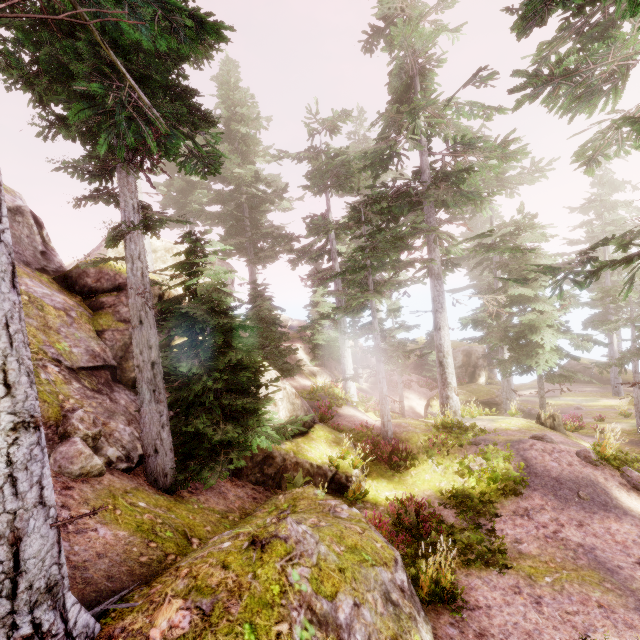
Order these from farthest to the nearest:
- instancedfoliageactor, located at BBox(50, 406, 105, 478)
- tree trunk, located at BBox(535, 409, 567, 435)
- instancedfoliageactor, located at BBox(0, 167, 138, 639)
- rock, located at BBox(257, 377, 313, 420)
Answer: tree trunk, located at BBox(535, 409, 567, 435), rock, located at BBox(257, 377, 313, 420), instancedfoliageactor, located at BBox(50, 406, 105, 478), instancedfoliageactor, located at BBox(0, 167, 138, 639)

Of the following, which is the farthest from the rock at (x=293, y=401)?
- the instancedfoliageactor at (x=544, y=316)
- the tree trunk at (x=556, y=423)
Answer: the tree trunk at (x=556, y=423)

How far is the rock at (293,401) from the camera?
11.3m

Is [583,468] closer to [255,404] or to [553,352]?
[553,352]

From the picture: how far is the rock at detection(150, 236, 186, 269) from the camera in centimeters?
1627cm

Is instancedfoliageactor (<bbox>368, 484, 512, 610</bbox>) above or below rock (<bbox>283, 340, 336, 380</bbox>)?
below

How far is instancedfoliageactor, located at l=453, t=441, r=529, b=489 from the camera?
10.1m

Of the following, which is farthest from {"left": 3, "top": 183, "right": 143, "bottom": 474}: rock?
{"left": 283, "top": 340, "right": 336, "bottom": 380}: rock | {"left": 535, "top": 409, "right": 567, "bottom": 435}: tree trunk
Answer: {"left": 535, "top": 409, "right": 567, "bottom": 435}: tree trunk
